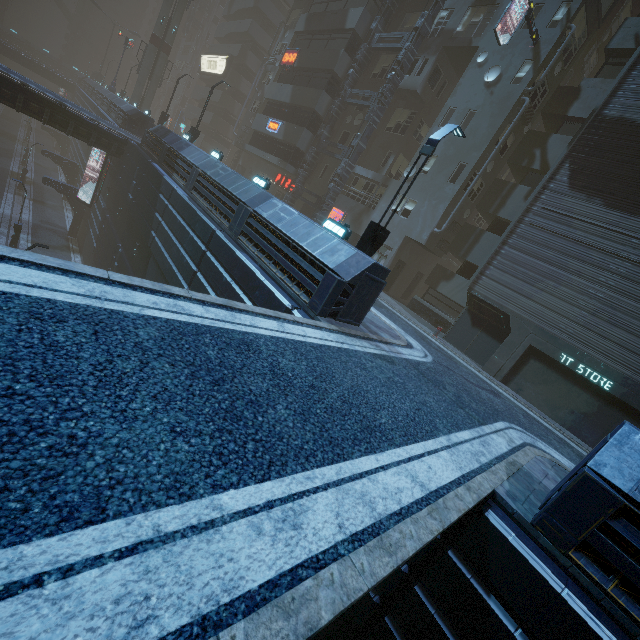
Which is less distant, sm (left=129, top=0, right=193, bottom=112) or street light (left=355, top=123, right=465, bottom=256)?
street light (left=355, top=123, right=465, bottom=256)

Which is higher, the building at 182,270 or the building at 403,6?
the building at 403,6

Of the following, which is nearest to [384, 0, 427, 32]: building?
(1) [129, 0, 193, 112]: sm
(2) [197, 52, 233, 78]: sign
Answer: (2) [197, 52, 233, 78]: sign

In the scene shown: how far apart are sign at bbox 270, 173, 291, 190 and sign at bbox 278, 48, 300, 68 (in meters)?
8.47

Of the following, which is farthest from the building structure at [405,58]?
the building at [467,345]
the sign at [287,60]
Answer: the sign at [287,60]

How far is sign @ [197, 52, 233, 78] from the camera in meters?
42.3 m

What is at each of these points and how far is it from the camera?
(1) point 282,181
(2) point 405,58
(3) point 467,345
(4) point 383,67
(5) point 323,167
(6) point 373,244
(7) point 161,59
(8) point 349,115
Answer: (1) sign, 31.52m
(2) building structure, 21.48m
(3) building, 16.97m
(4) building, 25.45m
(5) building, 28.25m
(6) street light, 10.84m
(7) sm, 38.50m
(8) building, 27.02m

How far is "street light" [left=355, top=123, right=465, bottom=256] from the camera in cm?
1019
